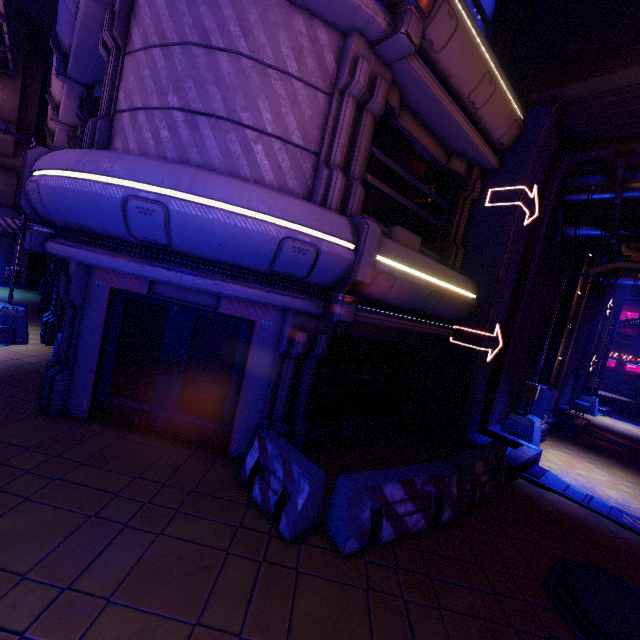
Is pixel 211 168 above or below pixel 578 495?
above

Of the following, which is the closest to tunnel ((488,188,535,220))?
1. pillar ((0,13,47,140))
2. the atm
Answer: the atm

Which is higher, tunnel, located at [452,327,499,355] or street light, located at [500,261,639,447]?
tunnel, located at [452,327,499,355]

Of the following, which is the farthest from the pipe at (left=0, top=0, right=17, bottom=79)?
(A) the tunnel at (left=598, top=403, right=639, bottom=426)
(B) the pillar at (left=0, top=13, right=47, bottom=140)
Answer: (A) the tunnel at (left=598, top=403, right=639, bottom=426)

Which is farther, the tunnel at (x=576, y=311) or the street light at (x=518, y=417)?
the tunnel at (x=576, y=311)

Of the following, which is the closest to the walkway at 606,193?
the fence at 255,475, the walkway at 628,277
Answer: the walkway at 628,277

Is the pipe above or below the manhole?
above

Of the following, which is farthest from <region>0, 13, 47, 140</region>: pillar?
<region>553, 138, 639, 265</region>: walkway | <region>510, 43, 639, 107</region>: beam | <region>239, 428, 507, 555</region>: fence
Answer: <region>553, 138, 639, 265</region>: walkway
